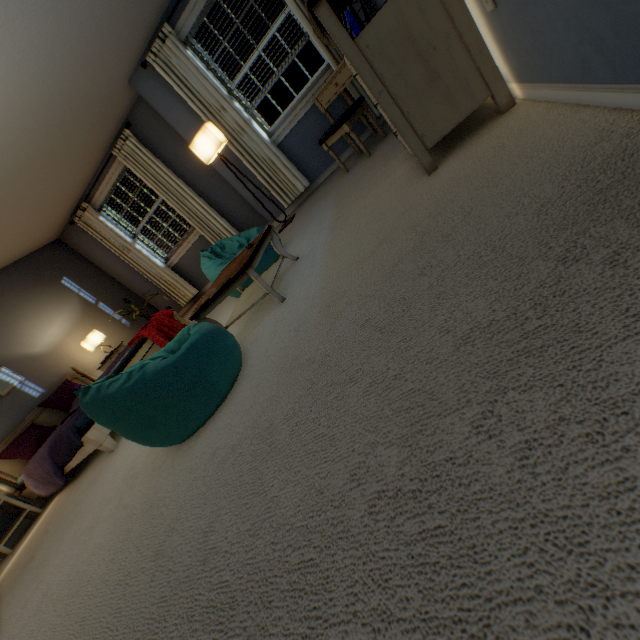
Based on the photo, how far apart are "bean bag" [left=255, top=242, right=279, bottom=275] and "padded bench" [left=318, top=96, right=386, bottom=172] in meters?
1.1

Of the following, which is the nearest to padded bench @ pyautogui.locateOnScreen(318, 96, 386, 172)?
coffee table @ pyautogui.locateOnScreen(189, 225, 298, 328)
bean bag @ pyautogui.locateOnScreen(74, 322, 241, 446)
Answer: coffee table @ pyautogui.locateOnScreen(189, 225, 298, 328)

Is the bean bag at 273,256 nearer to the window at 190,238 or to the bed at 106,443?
the bed at 106,443

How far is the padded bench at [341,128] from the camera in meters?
3.1 m

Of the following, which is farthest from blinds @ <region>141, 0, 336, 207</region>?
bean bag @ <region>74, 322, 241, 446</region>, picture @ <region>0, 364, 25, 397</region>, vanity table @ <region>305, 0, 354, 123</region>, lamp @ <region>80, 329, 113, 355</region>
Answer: picture @ <region>0, 364, 25, 397</region>

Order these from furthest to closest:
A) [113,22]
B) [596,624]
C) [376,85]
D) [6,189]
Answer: [6,189]
[113,22]
[376,85]
[596,624]

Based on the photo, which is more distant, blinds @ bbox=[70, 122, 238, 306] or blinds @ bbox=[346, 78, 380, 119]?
blinds @ bbox=[70, 122, 238, 306]

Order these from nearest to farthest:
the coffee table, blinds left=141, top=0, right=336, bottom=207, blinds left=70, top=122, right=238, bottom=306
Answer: the coffee table
blinds left=141, top=0, right=336, bottom=207
blinds left=70, top=122, right=238, bottom=306
